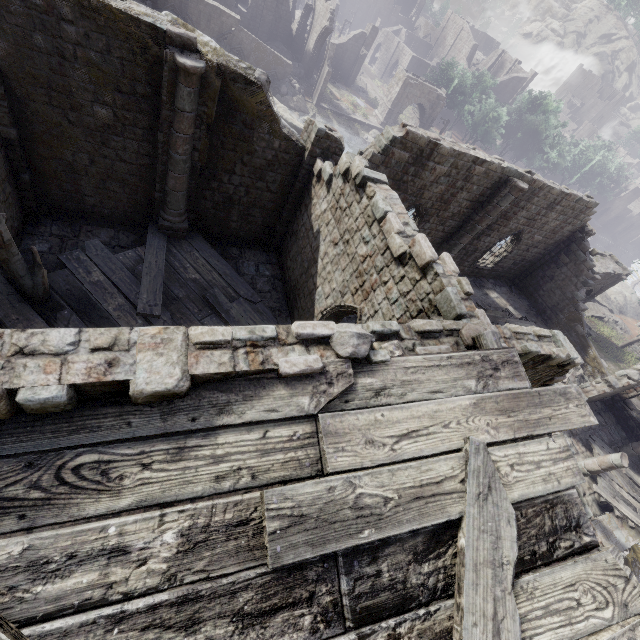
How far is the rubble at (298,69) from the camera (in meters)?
38.44

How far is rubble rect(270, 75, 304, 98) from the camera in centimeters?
3488cm

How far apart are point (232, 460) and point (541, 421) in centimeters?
440cm

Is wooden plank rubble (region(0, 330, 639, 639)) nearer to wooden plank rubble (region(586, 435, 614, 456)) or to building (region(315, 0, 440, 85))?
building (region(315, 0, 440, 85))

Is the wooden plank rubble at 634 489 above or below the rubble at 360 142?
above

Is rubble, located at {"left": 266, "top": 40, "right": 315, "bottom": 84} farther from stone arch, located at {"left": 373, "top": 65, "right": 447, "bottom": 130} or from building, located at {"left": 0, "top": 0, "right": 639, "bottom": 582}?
stone arch, located at {"left": 373, "top": 65, "right": 447, "bottom": 130}

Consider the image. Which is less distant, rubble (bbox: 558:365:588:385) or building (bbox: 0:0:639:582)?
building (bbox: 0:0:639:582)

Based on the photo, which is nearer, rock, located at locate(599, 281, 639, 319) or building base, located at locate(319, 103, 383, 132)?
building base, located at locate(319, 103, 383, 132)
